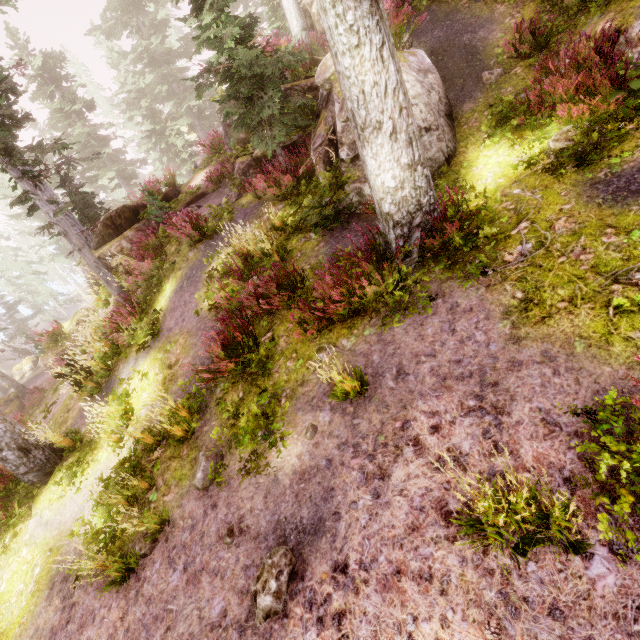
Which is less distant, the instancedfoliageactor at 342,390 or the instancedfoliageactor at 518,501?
the instancedfoliageactor at 518,501

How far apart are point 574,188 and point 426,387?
3.87m

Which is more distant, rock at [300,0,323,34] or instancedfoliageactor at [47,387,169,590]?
rock at [300,0,323,34]

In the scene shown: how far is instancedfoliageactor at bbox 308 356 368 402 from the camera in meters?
4.5

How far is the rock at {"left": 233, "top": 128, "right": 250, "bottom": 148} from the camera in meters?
12.2 m

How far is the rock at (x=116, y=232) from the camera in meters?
12.7

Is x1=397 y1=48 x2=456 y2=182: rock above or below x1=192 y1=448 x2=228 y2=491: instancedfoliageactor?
above
